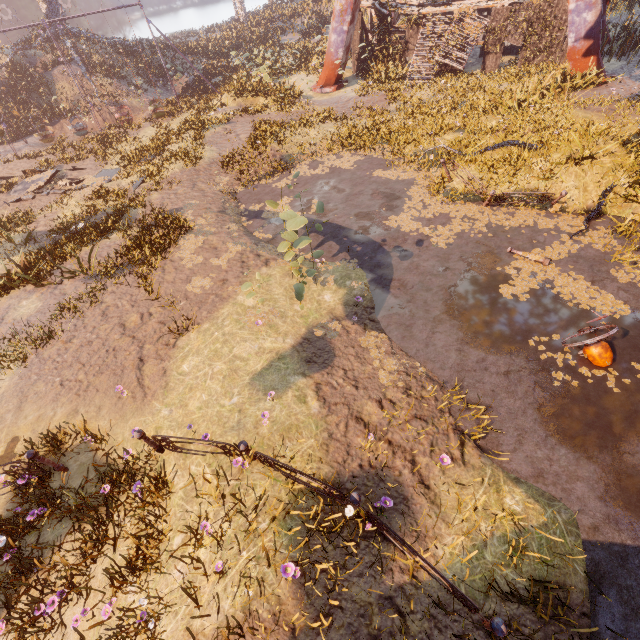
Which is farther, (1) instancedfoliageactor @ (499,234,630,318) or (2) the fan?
(1) instancedfoliageactor @ (499,234,630,318)

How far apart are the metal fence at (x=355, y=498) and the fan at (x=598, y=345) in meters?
5.8

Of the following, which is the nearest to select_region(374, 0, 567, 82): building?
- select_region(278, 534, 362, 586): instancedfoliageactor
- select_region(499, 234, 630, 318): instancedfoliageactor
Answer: select_region(499, 234, 630, 318): instancedfoliageactor

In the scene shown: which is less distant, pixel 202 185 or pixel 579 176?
pixel 579 176

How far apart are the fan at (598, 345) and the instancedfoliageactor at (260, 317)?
6.65m

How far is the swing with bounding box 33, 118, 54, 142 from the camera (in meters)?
23.44

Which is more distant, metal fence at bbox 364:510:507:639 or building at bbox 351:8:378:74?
building at bbox 351:8:378:74

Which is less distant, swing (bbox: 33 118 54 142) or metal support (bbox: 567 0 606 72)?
metal support (bbox: 567 0 606 72)
